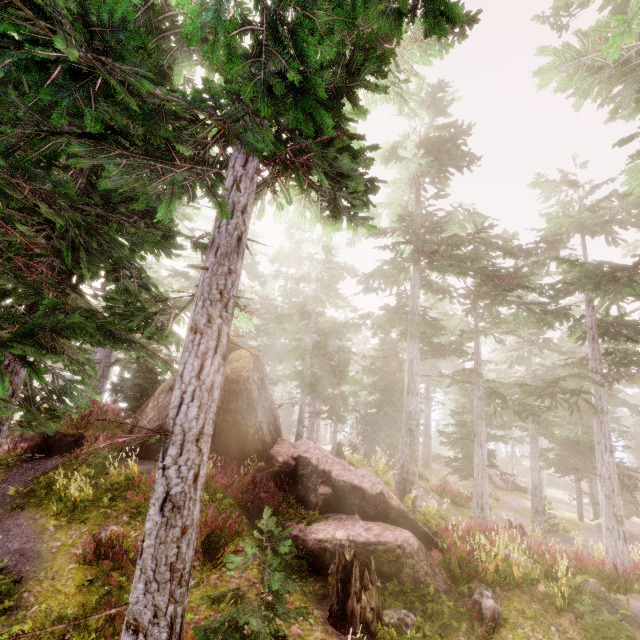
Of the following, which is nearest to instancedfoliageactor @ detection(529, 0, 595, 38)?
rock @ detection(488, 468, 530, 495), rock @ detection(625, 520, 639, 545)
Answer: rock @ detection(625, 520, 639, 545)

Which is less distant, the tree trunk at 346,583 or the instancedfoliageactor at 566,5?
the tree trunk at 346,583

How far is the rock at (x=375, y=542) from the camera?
8.34m

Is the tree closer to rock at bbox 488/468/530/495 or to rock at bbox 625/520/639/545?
rock at bbox 488/468/530/495

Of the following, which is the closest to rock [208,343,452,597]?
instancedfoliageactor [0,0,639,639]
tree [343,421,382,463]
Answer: instancedfoliageactor [0,0,639,639]

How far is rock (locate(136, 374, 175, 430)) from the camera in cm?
1252

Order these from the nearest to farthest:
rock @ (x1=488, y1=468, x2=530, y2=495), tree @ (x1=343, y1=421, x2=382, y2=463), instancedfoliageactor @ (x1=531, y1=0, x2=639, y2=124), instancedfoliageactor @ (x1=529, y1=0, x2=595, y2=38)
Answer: instancedfoliageactor @ (x1=531, y1=0, x2=639, y2=124), instancedfoliageactor @ (x1=529, y1=0, x2=595, y2=38), tree @ (x1=343, y1=421, x2=382, y2=463), rock @ (x1=488, y1=468, x2=530, y2=495)

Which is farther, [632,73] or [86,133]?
[632,73]
